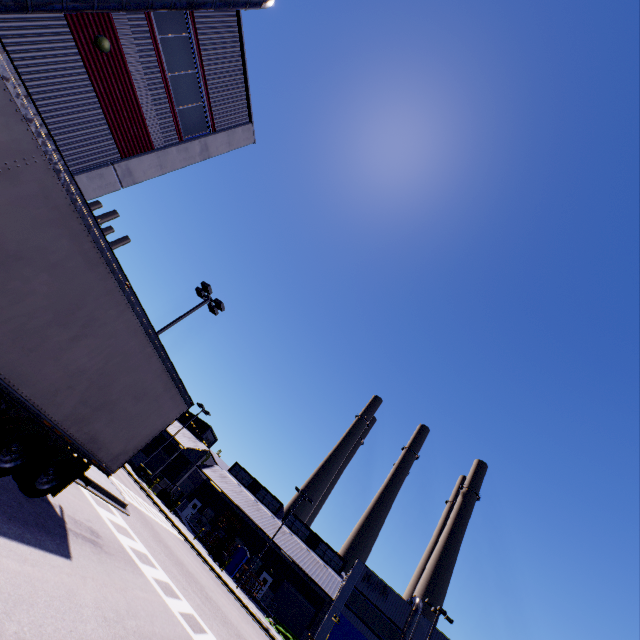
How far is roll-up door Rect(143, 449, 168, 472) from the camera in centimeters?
4531cm

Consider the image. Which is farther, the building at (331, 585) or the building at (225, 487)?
the building at (225, 487)

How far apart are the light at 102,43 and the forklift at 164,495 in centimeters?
4198cm

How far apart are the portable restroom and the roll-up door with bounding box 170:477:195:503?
11.8 meters

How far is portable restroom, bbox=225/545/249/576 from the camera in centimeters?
3778cm

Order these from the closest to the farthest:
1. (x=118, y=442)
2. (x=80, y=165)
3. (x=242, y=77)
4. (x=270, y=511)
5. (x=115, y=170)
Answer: (x=118, y=442) → (x=80, y=165) → (x=115, y=170) → (x=242, y=77) → (x=270, y=511)

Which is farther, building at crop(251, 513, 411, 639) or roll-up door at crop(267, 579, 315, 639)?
roll-up door at crop(267, 579, 315, 639)

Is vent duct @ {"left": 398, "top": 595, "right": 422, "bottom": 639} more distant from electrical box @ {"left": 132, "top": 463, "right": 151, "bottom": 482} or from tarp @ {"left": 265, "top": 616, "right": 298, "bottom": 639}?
electrical box @ {"left": 132, "top": 463, "right": 151, "bottom": 482}
